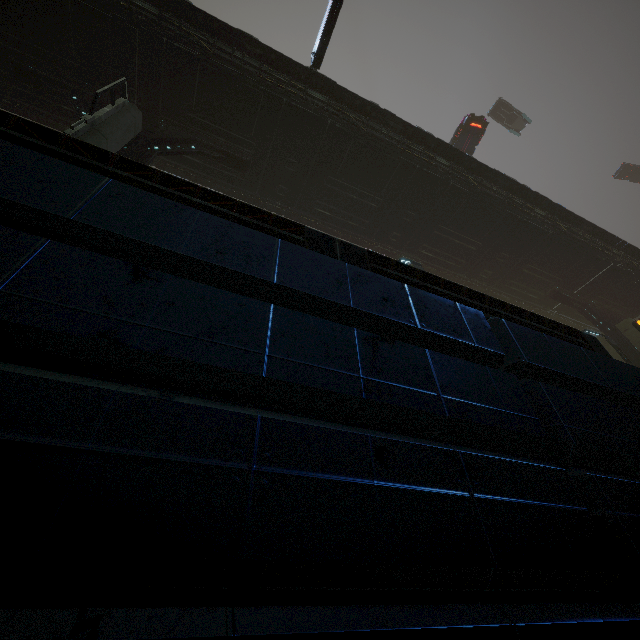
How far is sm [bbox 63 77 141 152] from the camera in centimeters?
796cm

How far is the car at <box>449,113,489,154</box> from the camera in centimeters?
2025cm

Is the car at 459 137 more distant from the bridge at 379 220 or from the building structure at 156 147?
the building structure at 156 147

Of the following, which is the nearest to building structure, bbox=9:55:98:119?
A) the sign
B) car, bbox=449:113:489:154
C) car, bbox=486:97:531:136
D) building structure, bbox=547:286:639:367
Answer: the sign

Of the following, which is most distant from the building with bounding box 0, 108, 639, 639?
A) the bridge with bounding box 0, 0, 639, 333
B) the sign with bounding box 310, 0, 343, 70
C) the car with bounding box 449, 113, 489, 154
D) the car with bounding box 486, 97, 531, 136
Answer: the car with bounding box 486, 97, 531, 136

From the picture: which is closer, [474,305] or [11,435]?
[11,435]

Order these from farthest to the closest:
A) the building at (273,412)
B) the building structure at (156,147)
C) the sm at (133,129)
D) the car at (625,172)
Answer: the car at (625,172) → the building structure at (156,147) → the sm at (133,129) → the building at (273,412)

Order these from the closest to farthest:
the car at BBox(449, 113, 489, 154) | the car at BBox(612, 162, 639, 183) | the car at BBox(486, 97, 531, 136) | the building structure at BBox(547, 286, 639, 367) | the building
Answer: the building → the building structure at BBox(547, 286, 639, 367) → the car at BBox(449, 113, 489, 154) → the car at BBox(486, 97, 531, 136) → the car at BBox(612, 162, 639, 183)
